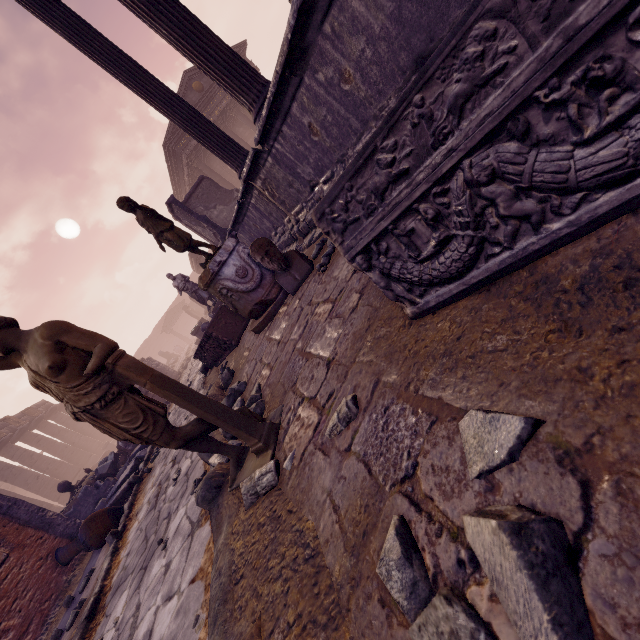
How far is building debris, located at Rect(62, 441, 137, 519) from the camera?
9.8m

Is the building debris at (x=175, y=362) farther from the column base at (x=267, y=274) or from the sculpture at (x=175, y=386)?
the sculpture at (x=175, y=386)

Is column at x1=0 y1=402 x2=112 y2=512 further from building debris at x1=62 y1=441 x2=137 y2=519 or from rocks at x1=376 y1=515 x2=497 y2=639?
rocks at x1=376 y1=515 x2=497 y2=639

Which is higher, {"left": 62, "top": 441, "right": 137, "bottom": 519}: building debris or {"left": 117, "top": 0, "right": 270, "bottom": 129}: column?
{"left": 117, "top": 0, "right": 270, "bottom": 129}: column

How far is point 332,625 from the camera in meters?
1.0

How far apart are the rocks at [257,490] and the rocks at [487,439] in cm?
96

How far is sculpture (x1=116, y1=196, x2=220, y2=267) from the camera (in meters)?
4.15

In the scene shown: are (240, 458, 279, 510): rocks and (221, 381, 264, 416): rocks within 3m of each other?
yes
